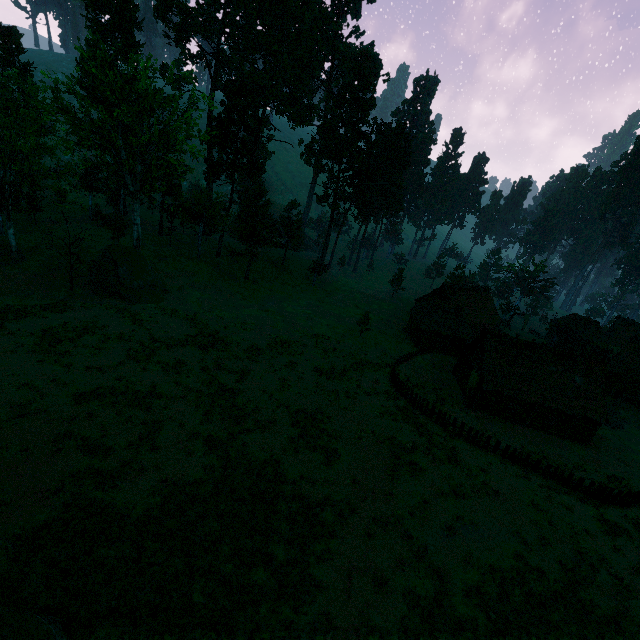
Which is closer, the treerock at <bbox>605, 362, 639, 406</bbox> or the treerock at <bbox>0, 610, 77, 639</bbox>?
the treerock at <bbox>0, 610, 77, 639</bbox>

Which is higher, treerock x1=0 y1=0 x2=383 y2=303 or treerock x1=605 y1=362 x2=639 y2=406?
treerock x1=605 y1=362 x2=639 y2=406

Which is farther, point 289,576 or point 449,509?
point 449,509

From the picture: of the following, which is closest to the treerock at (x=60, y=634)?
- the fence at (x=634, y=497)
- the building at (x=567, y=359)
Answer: the building at (x=567, y=359)

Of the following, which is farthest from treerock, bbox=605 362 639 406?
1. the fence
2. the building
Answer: the fence

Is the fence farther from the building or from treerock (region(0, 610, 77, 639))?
treerock (region(0, 610, 77, 639))

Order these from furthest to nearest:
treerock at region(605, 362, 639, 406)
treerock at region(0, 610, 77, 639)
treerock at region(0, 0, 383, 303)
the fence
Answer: treerock at region(605, 362, 639, 406), treerock at region(0, 0, 383, 303), the fence, treerock at region(0, 610, 77, 639)
